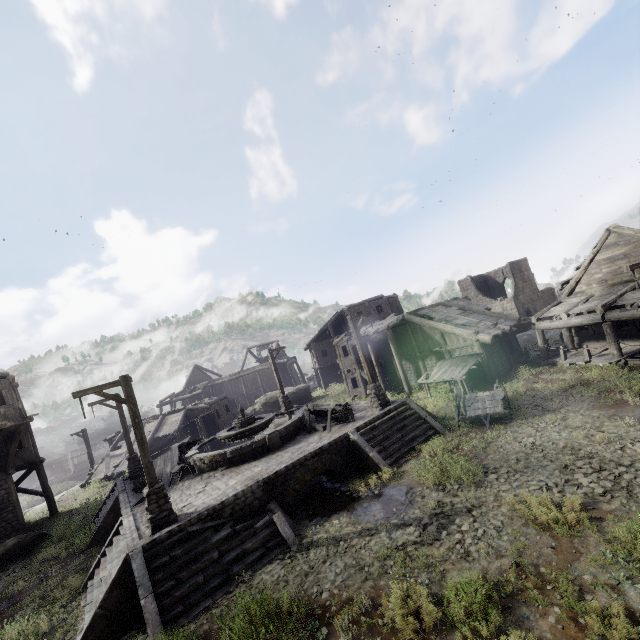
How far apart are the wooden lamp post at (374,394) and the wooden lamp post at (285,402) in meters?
9.1

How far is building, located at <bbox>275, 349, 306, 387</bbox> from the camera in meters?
42.6 m

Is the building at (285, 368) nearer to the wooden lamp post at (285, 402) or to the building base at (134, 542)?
the building base at (134, 542)

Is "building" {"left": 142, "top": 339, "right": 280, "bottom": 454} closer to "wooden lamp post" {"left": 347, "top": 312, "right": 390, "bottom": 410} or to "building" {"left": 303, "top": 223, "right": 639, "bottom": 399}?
"building" {"left": 303, "top": 223, "right": 639, "bottom": 399}

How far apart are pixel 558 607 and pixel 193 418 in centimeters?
3161cm

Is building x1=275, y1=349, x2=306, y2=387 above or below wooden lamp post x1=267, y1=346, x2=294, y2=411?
below

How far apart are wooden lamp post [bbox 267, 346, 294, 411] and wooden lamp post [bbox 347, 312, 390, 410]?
9.08m

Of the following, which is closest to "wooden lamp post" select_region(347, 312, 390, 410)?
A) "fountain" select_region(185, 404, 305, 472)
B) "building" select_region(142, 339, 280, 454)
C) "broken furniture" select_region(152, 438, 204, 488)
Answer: "fountain" select_region(185, 404, 305, 472)
